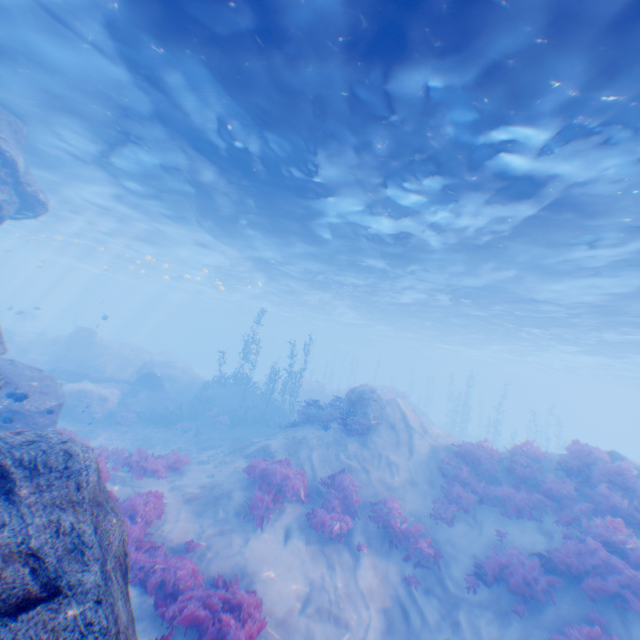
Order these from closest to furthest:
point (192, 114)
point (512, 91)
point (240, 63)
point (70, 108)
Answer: point (512, 91) < point (240, 63) < point (192, 114) < point (70, 108)

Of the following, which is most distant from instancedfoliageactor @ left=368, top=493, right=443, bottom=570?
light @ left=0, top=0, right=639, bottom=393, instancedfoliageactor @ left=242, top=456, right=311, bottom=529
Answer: light @ left=0, top=0, right=639, bottom=393

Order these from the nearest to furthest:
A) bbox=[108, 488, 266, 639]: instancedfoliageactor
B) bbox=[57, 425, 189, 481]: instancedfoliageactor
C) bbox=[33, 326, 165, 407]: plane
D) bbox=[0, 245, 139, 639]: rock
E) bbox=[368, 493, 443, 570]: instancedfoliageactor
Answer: bbox=[0, 245, 139, 639]: rock
bbox=[108, 488, 266, 639]: instancedfoliageactor
bbox=[368, 493, 443, 570]: instancedfoliageactor
bbox=[57, 425, 189, 481]: instancedfoliageactor
bbox=[33, 326, 165, 407]: plane

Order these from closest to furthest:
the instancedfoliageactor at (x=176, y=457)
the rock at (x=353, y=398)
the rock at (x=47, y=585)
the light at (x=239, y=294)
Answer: the rock at (x=47, y=585), the light at (x=239, y=294), the instancedfoliageactor at (x=176, y=457), the rock at (x=353, y=398)

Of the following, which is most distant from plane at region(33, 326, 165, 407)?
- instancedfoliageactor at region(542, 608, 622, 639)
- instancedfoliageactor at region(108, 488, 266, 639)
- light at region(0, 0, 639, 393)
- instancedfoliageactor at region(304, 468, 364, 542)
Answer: instancedfoliageactor at region(542, 608, 622, 639)

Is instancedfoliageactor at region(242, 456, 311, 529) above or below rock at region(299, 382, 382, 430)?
below

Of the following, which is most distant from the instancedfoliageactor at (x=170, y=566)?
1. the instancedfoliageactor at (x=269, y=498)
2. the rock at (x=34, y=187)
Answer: the instancedfoliageactor at (x=269, y=498)

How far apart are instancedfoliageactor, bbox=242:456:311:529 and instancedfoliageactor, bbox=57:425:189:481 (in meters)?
3.03
